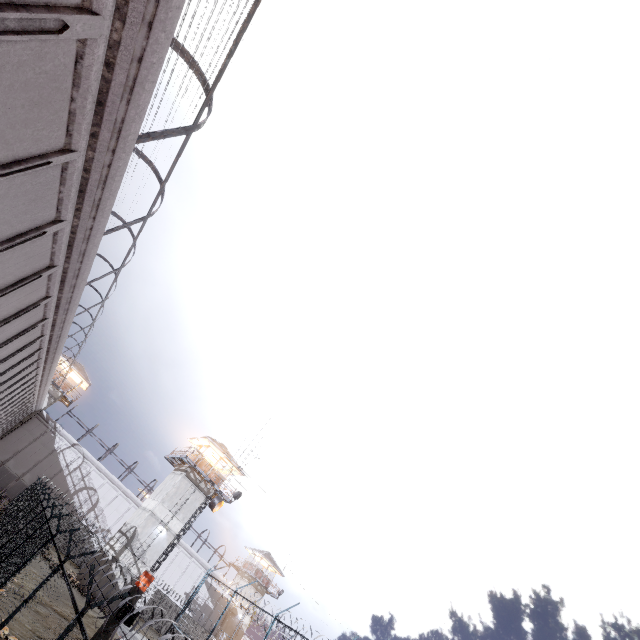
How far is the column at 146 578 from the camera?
18.7 meters

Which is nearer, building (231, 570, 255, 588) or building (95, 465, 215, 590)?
building (95, 465, 215, 590)

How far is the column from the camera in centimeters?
1873cm

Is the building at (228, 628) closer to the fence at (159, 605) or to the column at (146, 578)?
the fence at (159, 605)

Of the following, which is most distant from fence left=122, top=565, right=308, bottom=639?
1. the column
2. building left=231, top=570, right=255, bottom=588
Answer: building left=231, top=570, right=255, bottom=588

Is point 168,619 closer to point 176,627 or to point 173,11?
point 173,11

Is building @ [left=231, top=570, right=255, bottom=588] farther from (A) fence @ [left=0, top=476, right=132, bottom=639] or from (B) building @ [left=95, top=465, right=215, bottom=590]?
(B) building @ [left=95, top=465, right=215, bottom=590]

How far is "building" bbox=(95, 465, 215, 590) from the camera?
27.94m
